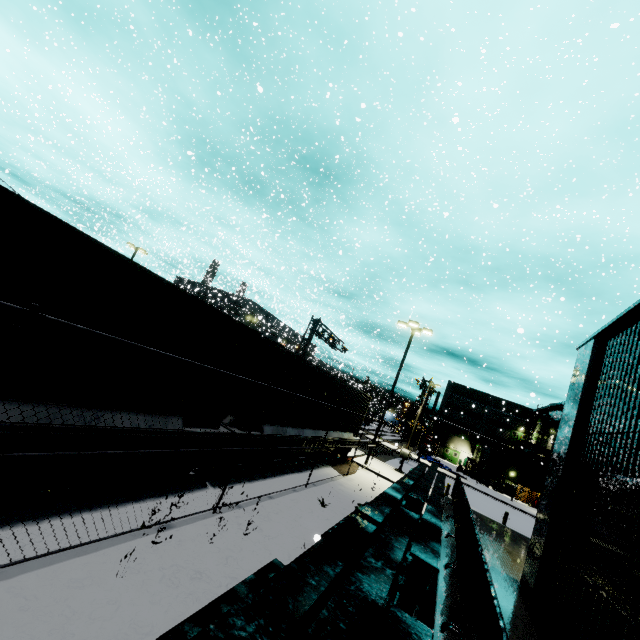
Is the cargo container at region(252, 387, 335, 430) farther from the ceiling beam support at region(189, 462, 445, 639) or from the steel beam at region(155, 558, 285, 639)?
the ceiling beam support at region(189, 462, 445, 639)

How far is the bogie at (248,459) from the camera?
9.5m

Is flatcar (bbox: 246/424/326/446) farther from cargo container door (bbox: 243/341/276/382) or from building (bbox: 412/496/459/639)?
building (bbox: 412/496/459/639)

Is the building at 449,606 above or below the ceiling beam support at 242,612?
below

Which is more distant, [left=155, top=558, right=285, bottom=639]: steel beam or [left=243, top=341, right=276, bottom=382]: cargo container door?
[left=243, top=341, right=276, bottom=382]: cargo container door

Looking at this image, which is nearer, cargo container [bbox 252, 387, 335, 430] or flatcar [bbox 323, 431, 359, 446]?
cargo container [bbox 252, 387, 335, 430]

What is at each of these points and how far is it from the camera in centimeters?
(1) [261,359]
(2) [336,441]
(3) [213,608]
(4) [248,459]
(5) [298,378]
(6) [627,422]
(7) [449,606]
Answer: (1) cargo container door, 955cm
(2) flatcar, 1628cm
(3) steel beam, 423cm
(4) bogie, 965cm
(5) cargo container, 1110cm
(6) building, 466cm
(7) building, 425cm

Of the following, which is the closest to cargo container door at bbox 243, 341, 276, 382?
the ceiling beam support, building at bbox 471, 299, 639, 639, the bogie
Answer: the bogie
